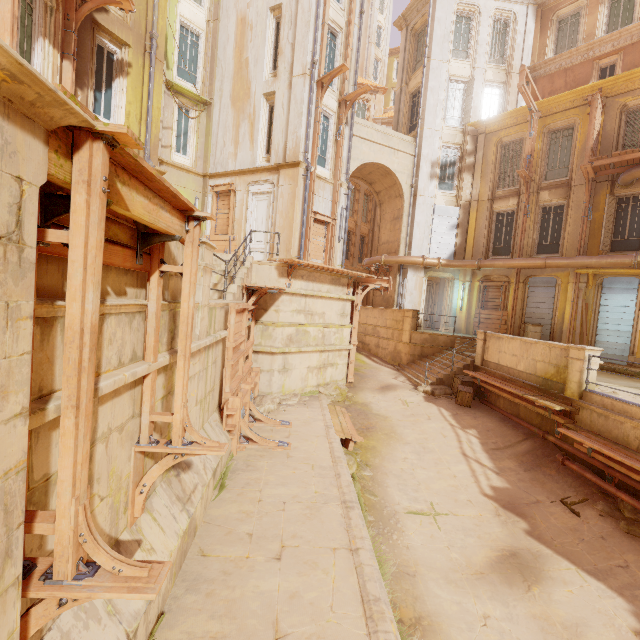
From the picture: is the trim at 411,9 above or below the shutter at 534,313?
above

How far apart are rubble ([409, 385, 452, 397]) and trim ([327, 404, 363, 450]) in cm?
356

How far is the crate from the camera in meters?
12.6 m

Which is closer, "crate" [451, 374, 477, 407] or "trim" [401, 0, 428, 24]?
"crate" [451, 374, 477, 407]

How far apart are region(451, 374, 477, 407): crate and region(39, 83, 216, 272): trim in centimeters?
1182cm

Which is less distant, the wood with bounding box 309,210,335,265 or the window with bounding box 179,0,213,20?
the wood with bounding box 309,210,335,265

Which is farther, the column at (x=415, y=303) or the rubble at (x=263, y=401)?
the column at (x=415, y=303)

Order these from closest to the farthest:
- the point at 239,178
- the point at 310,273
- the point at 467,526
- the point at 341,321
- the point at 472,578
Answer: the point at 472,578
the point at 467,526
the point at 310,273
the point at 341,321
the point at 239,178
